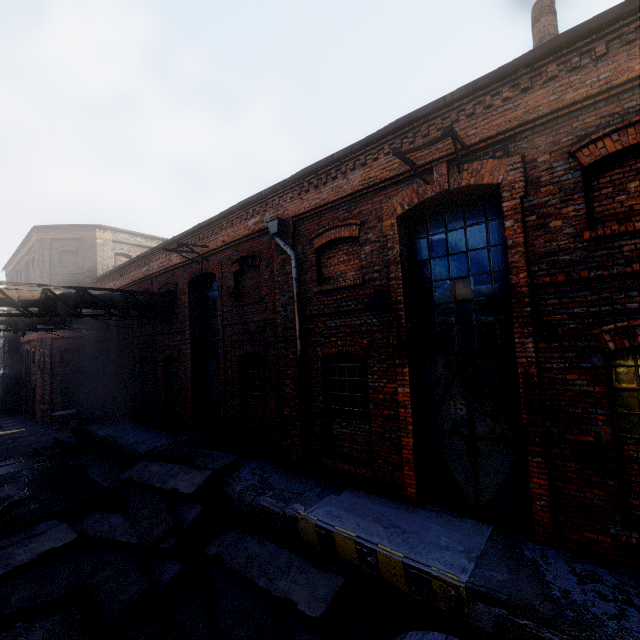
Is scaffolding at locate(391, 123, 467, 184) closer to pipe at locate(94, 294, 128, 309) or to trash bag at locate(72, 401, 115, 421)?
pipe at locate(94, 294, 128, 309)

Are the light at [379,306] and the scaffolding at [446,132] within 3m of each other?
yes

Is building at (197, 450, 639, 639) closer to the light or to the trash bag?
the trash bag

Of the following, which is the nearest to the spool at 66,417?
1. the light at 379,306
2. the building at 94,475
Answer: the building at 94,475

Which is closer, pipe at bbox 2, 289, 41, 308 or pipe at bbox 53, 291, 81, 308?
pipe at bbox 2, 289, 41, 308

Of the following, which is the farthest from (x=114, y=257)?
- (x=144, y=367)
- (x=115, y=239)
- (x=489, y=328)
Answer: (x=489, y=328)

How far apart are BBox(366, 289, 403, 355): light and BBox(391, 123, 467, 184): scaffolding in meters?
2.3 m

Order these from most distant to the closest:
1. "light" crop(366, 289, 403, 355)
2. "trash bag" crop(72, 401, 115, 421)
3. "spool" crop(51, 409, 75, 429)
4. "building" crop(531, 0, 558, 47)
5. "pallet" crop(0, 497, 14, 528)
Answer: "spool" crop(51, 409, 75, 429) → "trash bag" crop(72, 401, 115, 421) → "pallet" crop(0, 497, 14, 528) → "building" crop(531, 0, 558, 47) → "light" crop(366, 289, 403, 355)
